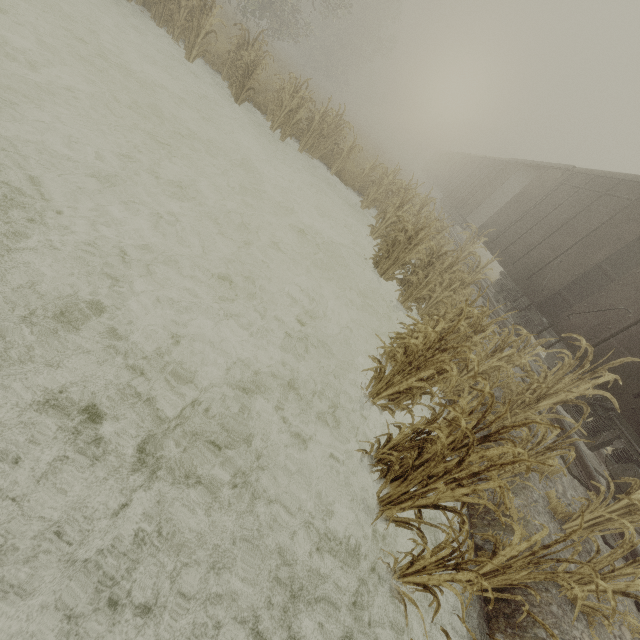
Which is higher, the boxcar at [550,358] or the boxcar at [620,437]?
the boxcar at [620,437]

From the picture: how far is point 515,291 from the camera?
10.0m

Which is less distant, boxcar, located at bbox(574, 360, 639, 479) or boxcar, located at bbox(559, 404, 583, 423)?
boxcar, located at bbox(574, 360, 639, 479)

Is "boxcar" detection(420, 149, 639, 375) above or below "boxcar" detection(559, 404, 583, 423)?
above

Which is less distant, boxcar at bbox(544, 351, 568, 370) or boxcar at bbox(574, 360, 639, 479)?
boxcar at bbox(574, 360, 639, 479)

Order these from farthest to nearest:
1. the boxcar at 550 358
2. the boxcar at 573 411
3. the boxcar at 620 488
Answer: the boxcar at 550 358 → the boxcar at 573 411 → the boxcar at 620 488

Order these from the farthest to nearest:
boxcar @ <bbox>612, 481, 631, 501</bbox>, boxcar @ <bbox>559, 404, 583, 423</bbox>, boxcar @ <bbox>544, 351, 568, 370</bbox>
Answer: boxcar @ <bbox>544, 351, 568, 370</bbox> → boxcar @ <bbox>559, 404, 583, 423</bbox> → boxcar @ <bbox>612, 481, 631, 501</bbox>

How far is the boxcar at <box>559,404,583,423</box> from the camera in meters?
5.8
